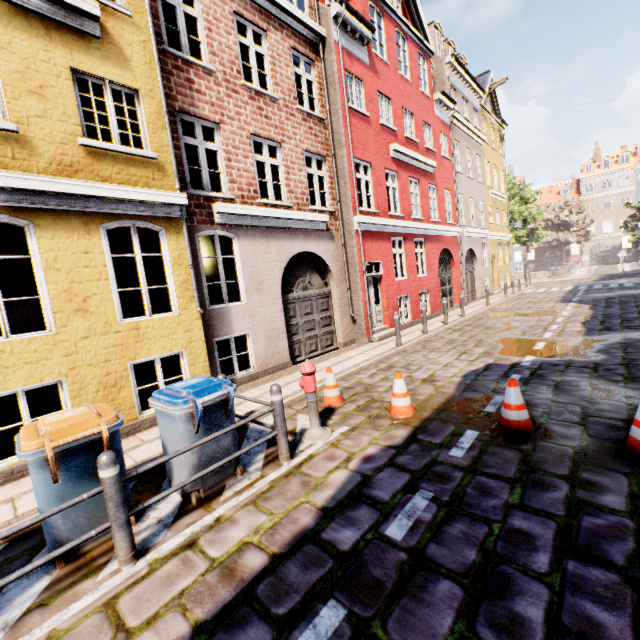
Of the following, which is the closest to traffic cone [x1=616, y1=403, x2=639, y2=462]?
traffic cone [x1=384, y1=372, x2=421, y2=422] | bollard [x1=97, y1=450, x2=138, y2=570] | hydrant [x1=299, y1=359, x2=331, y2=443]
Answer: traffic cone [x1=384, y1=372, x2=421, y2=422]

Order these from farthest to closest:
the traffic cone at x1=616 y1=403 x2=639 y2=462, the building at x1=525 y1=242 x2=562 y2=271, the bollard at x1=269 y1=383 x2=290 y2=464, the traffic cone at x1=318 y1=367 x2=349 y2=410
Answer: the building at x1=525 y1=242 x2=562 y2=271
the traffic cone at x1=318 y1=367 x2=349 y2=410
the bollard at x1=269 y1=383 x2=290 y2=464
the traffic cone at x1=616 y1=403 x2=639 y2=462

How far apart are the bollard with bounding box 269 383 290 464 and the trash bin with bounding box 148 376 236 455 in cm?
46

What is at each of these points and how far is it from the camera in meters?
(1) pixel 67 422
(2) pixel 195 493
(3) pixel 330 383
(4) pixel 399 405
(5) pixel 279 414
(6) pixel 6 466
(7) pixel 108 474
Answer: (1) trash bin, 3.1
(2) trash bin, 3.8
(3) traffic cone, 6.3
(4) traffic cone, 5.4
(5) bollard, 4.3
(6) building, 4.7
(7) bollard, 2.9

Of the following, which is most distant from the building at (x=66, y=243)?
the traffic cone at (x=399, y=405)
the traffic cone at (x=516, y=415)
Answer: the traffic cone at (x=516, y=415)

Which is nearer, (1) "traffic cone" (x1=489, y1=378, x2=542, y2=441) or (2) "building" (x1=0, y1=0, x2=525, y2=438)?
(1) "traffic cone" (x1=489, y1=378, x2=542, y2=441)

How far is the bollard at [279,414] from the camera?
4.3m

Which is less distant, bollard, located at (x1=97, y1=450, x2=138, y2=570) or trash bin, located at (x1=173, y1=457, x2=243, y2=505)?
bollard, located at (x1=97, y1=450, x2=138, y2=570)
